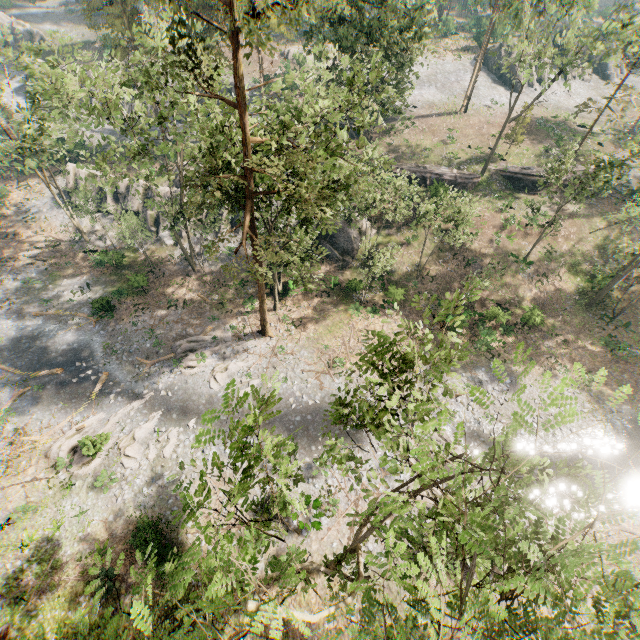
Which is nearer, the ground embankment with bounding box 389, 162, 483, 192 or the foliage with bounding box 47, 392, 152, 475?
the foliage with bounding box 47, 392, 152, 475

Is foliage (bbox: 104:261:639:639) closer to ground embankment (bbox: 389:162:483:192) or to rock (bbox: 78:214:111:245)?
ground embankment (bbox: 389:162:483:192)

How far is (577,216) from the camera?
35.9 meters

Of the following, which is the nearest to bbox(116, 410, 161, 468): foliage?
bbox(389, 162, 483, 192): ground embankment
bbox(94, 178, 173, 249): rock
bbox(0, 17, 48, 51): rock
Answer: bbox(389, 162, 483, 192): ground embankment

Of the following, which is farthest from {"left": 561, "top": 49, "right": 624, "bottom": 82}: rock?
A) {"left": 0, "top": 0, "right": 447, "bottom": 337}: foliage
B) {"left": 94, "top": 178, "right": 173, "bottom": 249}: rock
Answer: {"left": 94, "top": 178, "right": 173, "bottom": 249}: rock

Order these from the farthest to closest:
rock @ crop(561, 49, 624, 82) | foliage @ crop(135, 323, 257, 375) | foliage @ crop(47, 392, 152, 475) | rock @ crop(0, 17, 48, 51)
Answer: rock @ crop(0, 17, 48, 51), rock @ crop(561, 49, 624, 82), foliage @ crop(135, 323, 257, 375), foliage @ crop(47, 392, 152, 475)

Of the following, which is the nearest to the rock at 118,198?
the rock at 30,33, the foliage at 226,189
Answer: the foliage at 226,189

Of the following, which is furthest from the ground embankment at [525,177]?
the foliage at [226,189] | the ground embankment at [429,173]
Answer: the ground embankment at [429,173]
